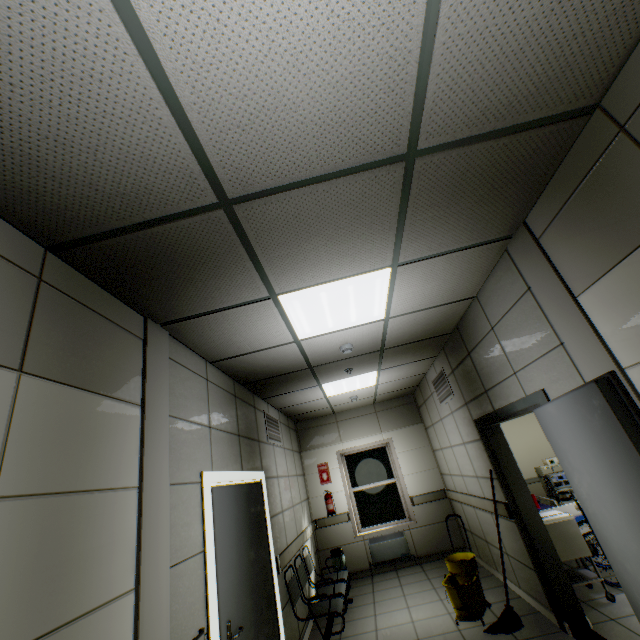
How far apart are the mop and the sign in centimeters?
404cm

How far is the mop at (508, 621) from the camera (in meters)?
3.56

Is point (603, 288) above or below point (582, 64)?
below

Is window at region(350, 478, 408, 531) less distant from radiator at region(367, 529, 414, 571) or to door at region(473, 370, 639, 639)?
radiator at region(367, 529, 414, 571)

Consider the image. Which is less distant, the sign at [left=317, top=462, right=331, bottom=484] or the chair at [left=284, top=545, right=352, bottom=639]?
the chair at [left=284, top=545, right=352, bottom=639]

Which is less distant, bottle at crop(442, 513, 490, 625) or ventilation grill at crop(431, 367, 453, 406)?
bottle at crop(442, 513, 490, 625)

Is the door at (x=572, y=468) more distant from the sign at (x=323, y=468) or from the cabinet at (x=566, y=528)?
the sign at (x=323, y=468)

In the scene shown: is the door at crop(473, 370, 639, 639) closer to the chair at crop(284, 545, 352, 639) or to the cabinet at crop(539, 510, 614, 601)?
the cabinet at crop(539, 510, 614, 601)
